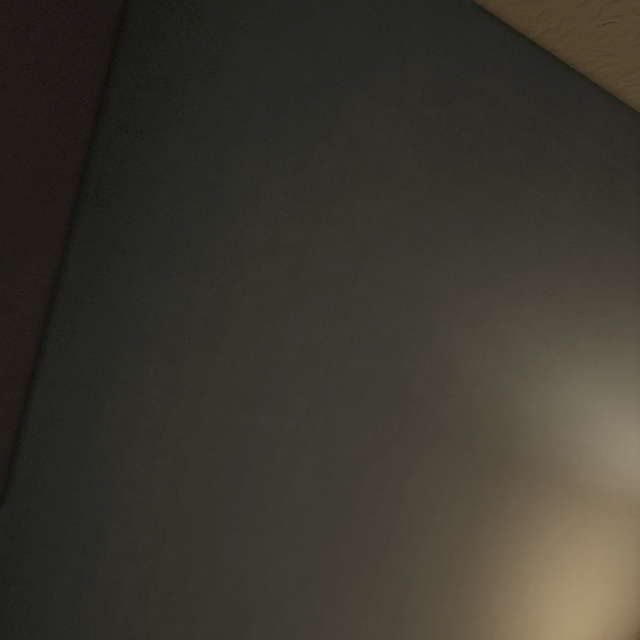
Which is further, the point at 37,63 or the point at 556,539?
the point at 556,539
